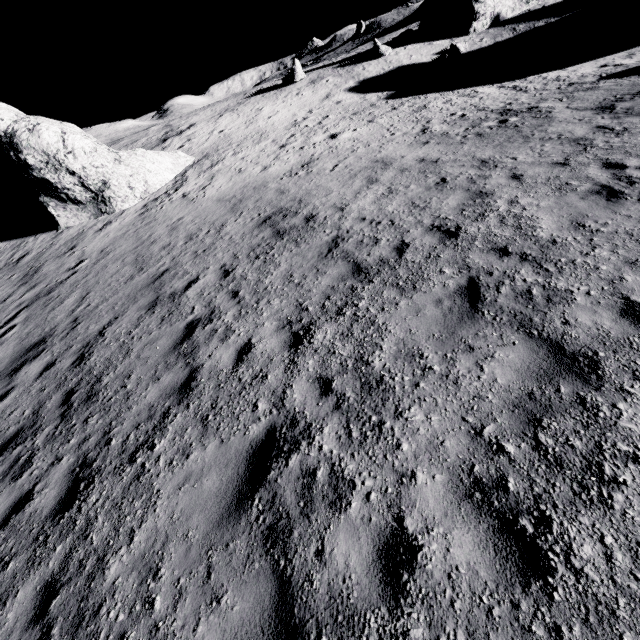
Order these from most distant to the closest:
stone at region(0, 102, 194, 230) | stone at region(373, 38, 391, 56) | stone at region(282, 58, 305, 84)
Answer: stone at region(373, 38, 391, 56) < stone at region(282, 58, 305, 84) < stone at region(0, 102, 194, 230)

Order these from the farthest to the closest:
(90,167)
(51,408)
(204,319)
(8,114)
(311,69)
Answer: (311,69)
(90,167)
(8,114)
(204,319)
(51,408)

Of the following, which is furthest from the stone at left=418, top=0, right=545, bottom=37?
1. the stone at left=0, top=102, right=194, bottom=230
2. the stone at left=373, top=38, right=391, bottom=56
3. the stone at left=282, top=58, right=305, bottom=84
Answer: the stone at left=0, top=102, right=194, bottom=230

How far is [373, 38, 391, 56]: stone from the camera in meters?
32.1

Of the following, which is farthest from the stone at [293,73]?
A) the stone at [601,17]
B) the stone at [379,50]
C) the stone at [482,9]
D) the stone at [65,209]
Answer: the stone at [601,17]

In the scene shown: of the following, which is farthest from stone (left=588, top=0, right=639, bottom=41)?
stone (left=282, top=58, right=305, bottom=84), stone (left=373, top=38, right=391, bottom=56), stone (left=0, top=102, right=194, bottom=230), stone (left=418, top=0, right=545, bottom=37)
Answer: stone (left=0, top=102, right=194, bottom=230)

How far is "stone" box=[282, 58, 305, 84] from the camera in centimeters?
3120cm
